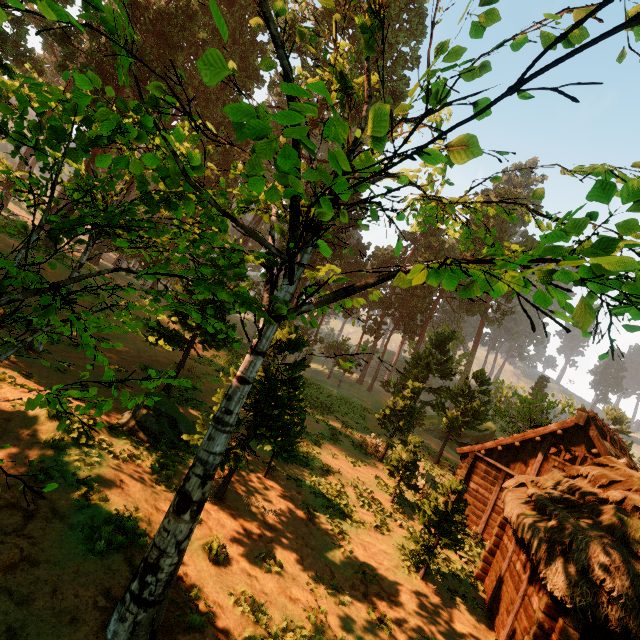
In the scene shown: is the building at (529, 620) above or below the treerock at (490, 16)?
below

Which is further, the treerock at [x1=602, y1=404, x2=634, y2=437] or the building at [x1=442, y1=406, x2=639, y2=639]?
the treerock at [x1=602, y1=404, x2=634, y2=437]

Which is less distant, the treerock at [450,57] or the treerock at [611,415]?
the treerock at [450,57]

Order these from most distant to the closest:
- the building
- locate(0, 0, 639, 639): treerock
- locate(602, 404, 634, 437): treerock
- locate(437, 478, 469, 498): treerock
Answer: locate(602, 404, 634, 437): treerock → locate(437, 478, 469, 498): treerock → the building → locate(0, 0, 639, 639): treerock

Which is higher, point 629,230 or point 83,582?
point 629,230

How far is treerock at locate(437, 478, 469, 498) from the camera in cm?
1130
